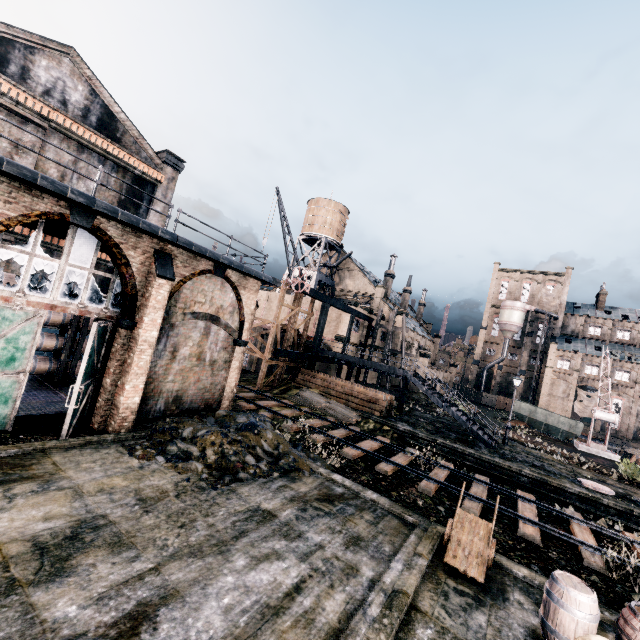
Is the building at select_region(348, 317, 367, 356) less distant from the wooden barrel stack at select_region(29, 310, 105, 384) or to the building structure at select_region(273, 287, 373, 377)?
the building structure at select_region(273, 287, 373, 377)

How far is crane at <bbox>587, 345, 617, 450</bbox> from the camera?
30.59m

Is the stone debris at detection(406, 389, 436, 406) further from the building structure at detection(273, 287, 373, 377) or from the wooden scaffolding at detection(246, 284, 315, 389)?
the wooden scaffolding at detection(246, 284, 315, 389)

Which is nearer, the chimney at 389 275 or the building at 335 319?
the building at 335 319

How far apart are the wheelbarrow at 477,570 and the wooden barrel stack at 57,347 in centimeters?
1835cm

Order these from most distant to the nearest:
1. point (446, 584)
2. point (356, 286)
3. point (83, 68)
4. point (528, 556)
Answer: point (356, 286) < point (83, 68) < point (528, 556) < point (446, 584)

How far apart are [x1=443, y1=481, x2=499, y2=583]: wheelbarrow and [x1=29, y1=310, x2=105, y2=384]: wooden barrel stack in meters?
18.3 m

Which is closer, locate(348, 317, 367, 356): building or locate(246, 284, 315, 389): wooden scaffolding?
locate(246, 284, 315, 389): wooden scaffolding
